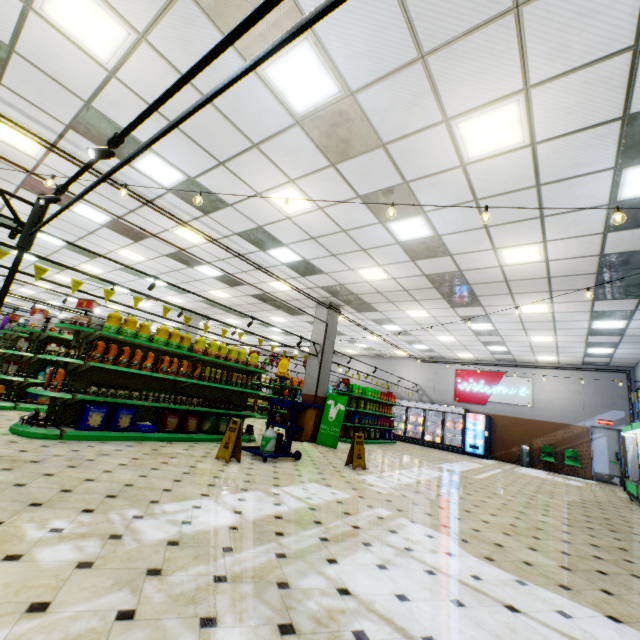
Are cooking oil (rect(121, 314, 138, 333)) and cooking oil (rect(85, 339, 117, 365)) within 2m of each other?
yes

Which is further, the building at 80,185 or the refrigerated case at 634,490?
the refrigerated case at 634,490

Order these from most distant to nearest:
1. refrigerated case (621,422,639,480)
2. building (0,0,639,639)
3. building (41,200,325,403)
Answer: building (41,200,325,403), refrigerated case (621,422,639,480), building (0,0,639,639)

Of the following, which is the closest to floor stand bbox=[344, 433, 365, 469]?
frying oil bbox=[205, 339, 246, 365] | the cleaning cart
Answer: the cleaning cart

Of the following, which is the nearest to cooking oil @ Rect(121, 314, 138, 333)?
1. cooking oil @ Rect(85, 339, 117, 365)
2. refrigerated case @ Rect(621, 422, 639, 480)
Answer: cooking oil @ Rect(85, 339, 117, 365)

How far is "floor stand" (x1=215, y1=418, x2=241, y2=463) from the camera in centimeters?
581cm

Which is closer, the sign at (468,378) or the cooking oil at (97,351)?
the cooking oil at (97,351)

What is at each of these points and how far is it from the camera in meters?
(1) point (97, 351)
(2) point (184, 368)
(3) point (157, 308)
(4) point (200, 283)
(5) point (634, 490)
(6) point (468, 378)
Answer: (1) cooking oil, 5.9 m
(2) frying oil, 7.3 m
(3) building, 18.0 m
(4) building, 12.4 m
(5) refrigerated case, 8.4 m
(6) sign, 17.8 m
